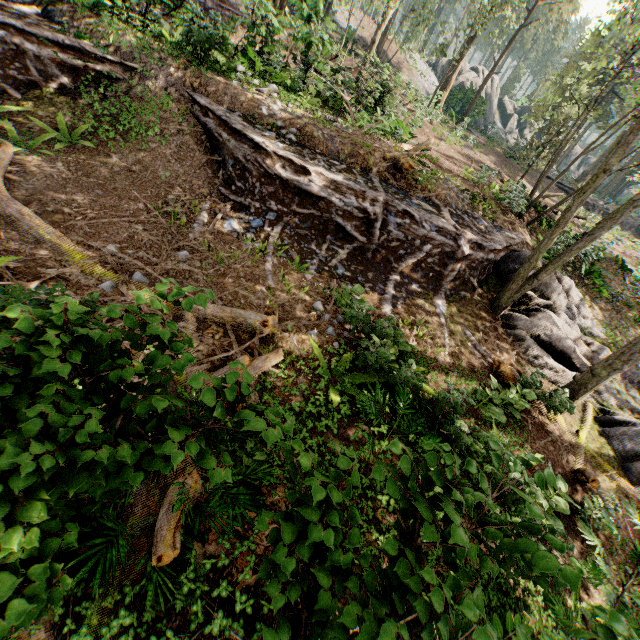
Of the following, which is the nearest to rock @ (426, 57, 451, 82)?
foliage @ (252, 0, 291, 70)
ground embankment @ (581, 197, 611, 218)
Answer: foliage @ (252, 0, 291, 70)

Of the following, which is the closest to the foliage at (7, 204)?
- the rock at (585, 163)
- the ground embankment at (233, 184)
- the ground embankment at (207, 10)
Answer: the ground embankment at (233, 184)

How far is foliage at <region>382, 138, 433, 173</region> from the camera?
10.32m

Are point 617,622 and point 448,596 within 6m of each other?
yes

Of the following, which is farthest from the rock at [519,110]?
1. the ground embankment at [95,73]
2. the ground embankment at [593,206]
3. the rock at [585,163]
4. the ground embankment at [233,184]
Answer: the ground embankment at [95,73]

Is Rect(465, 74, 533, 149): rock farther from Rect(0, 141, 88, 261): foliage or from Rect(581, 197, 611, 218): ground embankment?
Rect(581, 197, 611, 218): ground embankment

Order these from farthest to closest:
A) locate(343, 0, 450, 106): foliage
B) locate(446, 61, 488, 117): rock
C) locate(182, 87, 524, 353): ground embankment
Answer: locate(446, 61, 488, 117): rock
locate(343, 0, 450, 106): foliage
locate(182, 87, 524, 353): ground embankment

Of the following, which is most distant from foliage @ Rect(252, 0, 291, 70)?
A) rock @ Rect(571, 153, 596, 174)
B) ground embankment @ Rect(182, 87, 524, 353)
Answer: rock @ Rect(571, 153, 596, 174)
